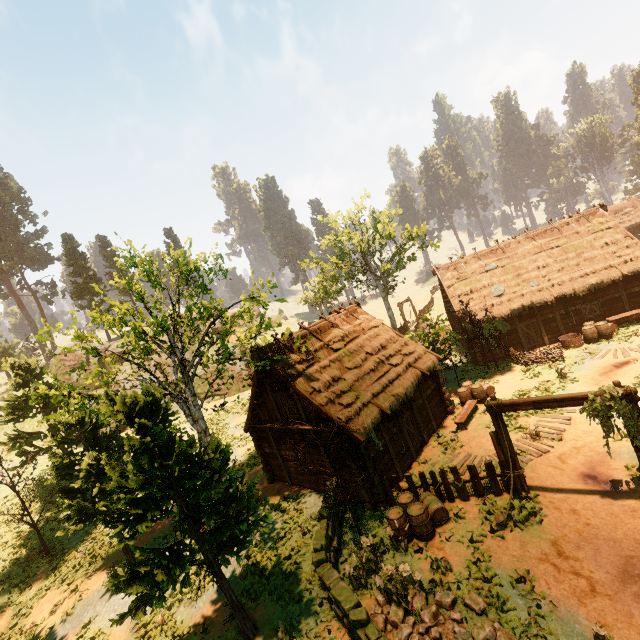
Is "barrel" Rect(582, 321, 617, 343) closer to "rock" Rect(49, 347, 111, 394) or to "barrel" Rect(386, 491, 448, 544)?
"barrel" Rect(386, 491, 448, 544)

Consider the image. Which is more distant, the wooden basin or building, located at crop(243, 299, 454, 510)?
the wooden basin

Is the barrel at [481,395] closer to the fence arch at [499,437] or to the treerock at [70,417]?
the treerock at [70,417]

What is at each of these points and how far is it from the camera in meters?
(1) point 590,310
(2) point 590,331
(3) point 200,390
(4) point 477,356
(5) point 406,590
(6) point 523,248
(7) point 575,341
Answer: (1) bp, 21.9
(2) barrel, 20.4
(3) rock, 38.4
(4) building, 23.8
(5) treerock, 9.2
(6) building, 24.8
(7) wooden basin, 20.8

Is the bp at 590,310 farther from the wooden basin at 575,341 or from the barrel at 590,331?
the wooden basin at 575,341

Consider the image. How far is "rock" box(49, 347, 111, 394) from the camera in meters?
37.5

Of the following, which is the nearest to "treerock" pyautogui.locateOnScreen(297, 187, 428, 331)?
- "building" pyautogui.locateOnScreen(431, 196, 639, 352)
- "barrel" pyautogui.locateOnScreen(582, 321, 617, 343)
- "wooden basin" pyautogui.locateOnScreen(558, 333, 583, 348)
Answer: "building" pyautogui.locateOnScreen(431, 196, 639, 352)

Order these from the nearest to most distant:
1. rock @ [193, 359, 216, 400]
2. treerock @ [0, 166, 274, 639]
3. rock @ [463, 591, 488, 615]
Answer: rock @ [463, 591, 488, 615]
treerock @ [0, 166, 274, 639]
rock @ [193, 359, 216, 400]
